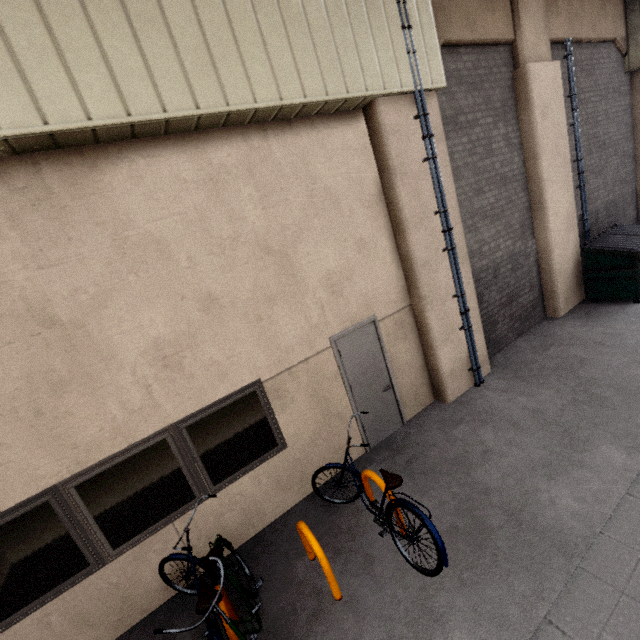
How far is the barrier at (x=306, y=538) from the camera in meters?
3.3

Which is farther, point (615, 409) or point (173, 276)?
point (615, 409)

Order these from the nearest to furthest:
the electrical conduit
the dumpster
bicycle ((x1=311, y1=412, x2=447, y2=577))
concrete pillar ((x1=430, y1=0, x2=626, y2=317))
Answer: bicycle ((x1=311, y1=412, x2=447, y2=577)), the electrical conduit, concrete pillar ((x1=430, y1=0, x2=626, y2=317)), the dumpster

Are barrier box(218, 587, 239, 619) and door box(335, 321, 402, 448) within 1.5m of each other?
no

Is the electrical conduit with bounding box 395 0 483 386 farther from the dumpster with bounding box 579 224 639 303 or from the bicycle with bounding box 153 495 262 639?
the bicycle with bounding box 153 495 262 639

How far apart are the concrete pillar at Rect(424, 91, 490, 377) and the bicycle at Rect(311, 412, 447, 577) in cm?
208

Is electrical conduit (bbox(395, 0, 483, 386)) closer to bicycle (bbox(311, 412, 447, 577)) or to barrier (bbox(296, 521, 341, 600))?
bicycle (bbox(311, 412, 447, 577))

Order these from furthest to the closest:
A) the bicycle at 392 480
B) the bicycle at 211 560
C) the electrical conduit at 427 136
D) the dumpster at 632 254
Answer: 1. the dumpster at 632 254
2. the electrical conduit at 427 136
3. the bicycle at 392 480
4. the bicycle at 211 560
